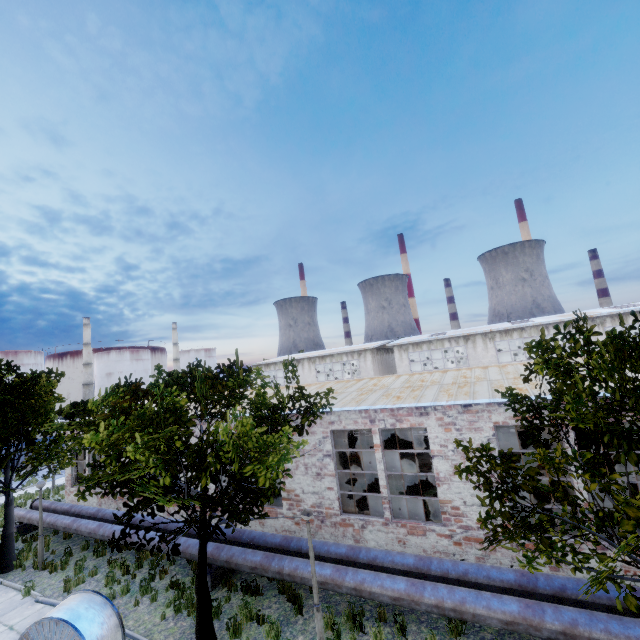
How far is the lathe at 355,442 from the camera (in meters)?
23.06

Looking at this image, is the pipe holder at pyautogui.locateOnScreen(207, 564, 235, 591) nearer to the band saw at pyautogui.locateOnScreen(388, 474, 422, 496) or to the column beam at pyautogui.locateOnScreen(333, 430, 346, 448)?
the column beam at pyautogui.locateOnScreen(333, 430, 346, 448)

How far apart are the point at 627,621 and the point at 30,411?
21.3m

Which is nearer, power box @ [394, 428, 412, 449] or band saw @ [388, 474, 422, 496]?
band saw @ [388, 474, 422, 496]

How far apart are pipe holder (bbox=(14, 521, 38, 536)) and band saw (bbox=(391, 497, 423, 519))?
18.5 meters

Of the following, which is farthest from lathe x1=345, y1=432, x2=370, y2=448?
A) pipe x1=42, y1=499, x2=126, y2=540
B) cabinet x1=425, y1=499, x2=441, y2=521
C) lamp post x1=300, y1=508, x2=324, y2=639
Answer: lamp post x1=300, y1=508, x2=324, y2=639

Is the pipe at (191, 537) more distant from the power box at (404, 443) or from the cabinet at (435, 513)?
the power box at (404, 443)

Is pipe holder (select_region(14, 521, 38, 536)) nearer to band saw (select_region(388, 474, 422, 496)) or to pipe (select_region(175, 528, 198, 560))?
pipe (select_region(175, 528, 198, 560))
